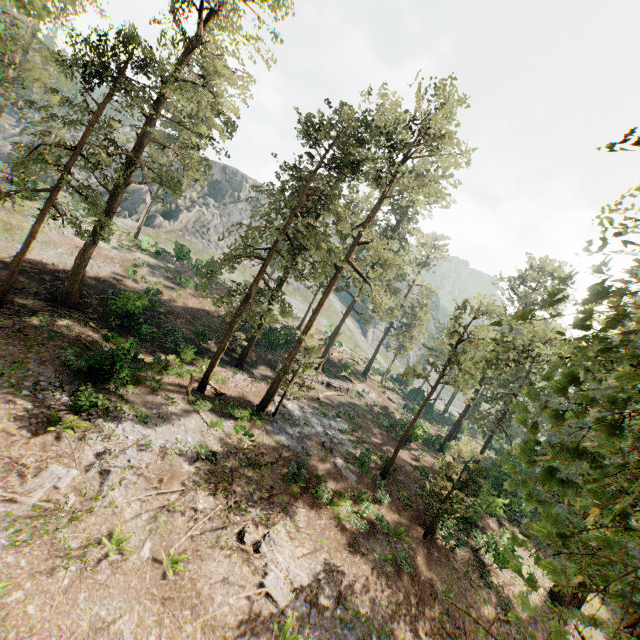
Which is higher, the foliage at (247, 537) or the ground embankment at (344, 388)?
the ground embankment at (344, 388)

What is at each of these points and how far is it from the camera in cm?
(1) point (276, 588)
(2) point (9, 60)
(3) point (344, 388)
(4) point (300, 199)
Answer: (1) foliage, 1244
(2) foliage, 2044
(3) ground embankment, 4103
(4) foliage, 2169

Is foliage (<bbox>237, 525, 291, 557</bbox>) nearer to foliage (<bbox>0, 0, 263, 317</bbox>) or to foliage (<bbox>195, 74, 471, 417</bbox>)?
foliage (<bbox>195, 74, 471, 417</bbox>)

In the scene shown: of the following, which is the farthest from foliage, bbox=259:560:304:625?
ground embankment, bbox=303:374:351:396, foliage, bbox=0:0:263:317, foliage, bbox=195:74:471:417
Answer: foliage, bbox=0:0:263:317

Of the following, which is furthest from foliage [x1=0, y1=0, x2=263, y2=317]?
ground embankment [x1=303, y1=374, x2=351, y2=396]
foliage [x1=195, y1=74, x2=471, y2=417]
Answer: ground embankment [x1=303, y1=374, x2=351, y2=396]

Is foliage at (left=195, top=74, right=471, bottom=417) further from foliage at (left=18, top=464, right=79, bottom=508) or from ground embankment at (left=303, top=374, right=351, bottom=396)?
ground embankment at (left=303, top=374, right=351, bottom=396)

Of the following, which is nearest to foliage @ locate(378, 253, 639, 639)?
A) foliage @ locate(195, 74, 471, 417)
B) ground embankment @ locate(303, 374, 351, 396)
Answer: foliage @ locate(195, 74, 471, 417)

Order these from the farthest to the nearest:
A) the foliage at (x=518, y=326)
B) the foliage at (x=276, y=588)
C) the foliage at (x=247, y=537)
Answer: the foliage at (x=247, y=537) → the foliage at (x=276, y=588) → the foliage at (x=518, y=326)
